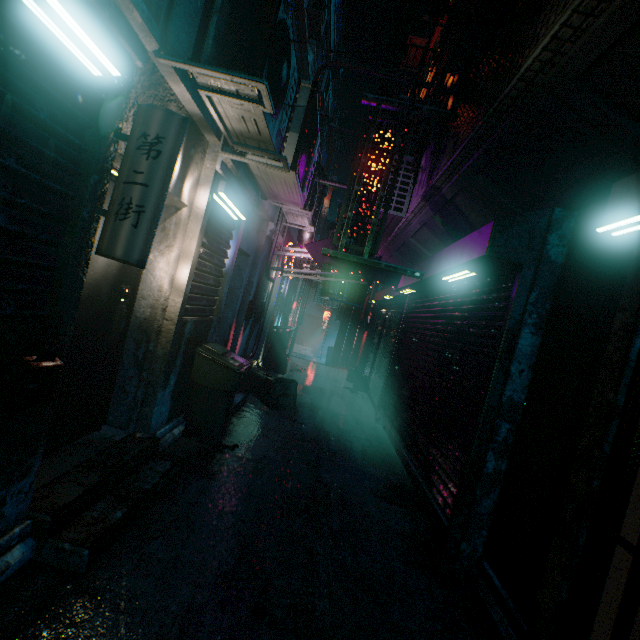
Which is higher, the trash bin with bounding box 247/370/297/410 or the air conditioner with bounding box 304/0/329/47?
the air conditioner with bounding box 304/0/329/47

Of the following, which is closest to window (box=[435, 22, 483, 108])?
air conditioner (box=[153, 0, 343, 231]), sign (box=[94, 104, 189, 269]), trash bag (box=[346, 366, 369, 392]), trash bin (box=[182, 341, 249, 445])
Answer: air conditioner (box=[153, 0, 343, 231])

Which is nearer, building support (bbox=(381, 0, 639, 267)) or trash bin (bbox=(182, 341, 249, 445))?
Result: building support (bbox=(381, 0, 639, 267))

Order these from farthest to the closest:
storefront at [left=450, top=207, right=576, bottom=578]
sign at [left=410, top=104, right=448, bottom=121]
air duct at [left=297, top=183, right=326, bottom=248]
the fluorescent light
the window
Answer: air duct at [left=297, top=183, right=326, bottom=248] → the window → sign at [left=410, top=104, right=448, bottom=121] → storefront at [left=450, top=207, right=576, bottom=578] → the fluorescent light

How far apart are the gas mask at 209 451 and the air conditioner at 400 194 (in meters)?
3.73

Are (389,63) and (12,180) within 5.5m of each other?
no

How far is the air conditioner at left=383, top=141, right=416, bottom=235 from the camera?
4.8m

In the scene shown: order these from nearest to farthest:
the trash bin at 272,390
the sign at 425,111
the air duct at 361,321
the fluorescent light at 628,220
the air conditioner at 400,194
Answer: the fluorescent light at 628,220
the sign at 425,111
the air conditioner at 400,194
the trash bin at 272,390
the air duct at 361,321
